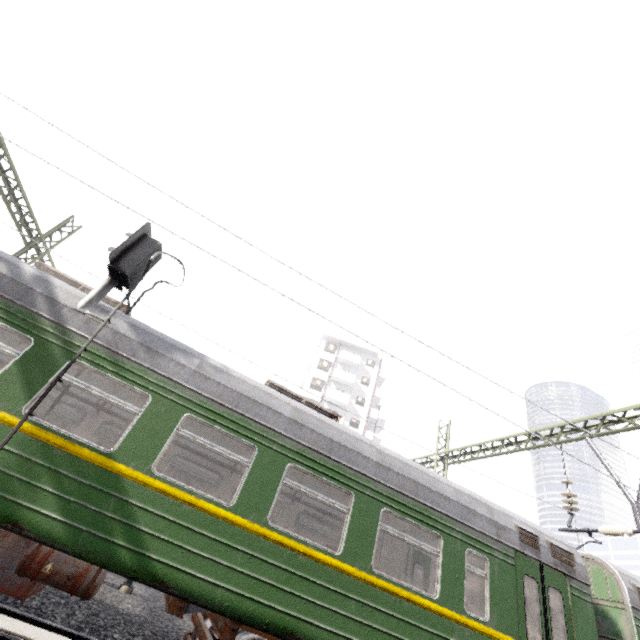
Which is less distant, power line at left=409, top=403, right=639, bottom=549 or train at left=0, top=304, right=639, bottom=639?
train at left=0, top=304, right=639, bottom=639

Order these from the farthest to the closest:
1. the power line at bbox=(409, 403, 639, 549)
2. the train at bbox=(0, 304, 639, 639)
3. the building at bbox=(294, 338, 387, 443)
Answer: the building at bbox=(294, 338, 387, 443)
the power line at bbox=(409, 403, 639, 549)
the train at bbox=(0, 304, 639, 639)

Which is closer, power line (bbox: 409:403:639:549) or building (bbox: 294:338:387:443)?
power line (bbox: 409:403:639:549)

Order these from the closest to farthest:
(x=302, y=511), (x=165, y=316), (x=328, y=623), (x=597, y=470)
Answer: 1. (x=328, y=623)
2. (x=597, y=470)
3. (x=165, y=316)
4. (x=302, y=511)

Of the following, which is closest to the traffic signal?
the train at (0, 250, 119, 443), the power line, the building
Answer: the train at (0, 250, 119, 443)

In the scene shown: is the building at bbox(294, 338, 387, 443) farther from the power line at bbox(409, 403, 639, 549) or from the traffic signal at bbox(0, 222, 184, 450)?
the traffic signal at bbox(0, 222, 184, 450)

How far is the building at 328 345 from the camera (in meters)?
39.38

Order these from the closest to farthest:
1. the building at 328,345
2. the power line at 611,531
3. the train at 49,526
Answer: the train at 49,526 < the power line at 611,531 < the building at 328,345
